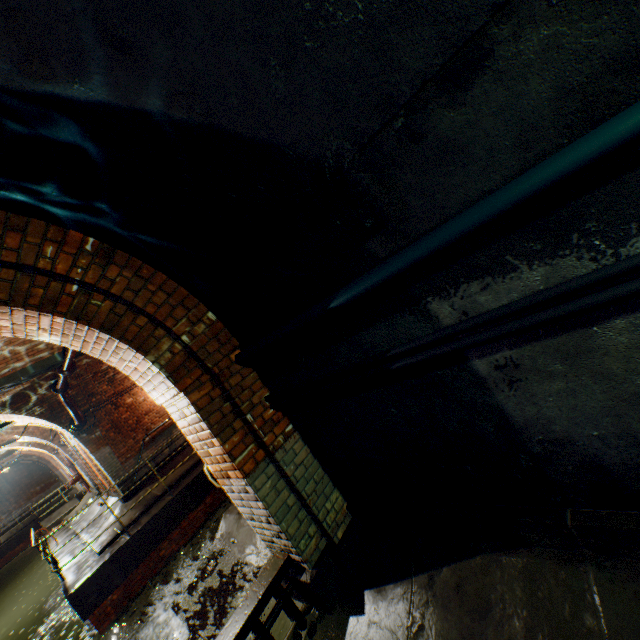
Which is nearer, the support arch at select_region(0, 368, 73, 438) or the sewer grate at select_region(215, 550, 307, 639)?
the sewer grate at select_region(215, 550, 307, 639)

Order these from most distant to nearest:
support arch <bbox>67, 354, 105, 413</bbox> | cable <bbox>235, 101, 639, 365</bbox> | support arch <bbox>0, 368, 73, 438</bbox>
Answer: support arch <bbox>67, 354, 105, 413</bbox> < support arch <bbox>0, 368, 73, 438</bbox> < cable <bbox>235, 101, 639, 365</bbox>

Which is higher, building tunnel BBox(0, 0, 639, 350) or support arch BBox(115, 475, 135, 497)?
building tunnel BBox(0, 0, 639, 350)

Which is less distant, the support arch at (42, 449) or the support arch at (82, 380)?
the support arch at (82, 380)

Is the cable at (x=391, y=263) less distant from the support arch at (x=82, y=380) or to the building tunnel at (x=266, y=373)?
the building tunnel at (x=266, y=373)

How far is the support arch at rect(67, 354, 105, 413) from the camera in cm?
941

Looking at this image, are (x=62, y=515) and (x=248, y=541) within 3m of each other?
no
